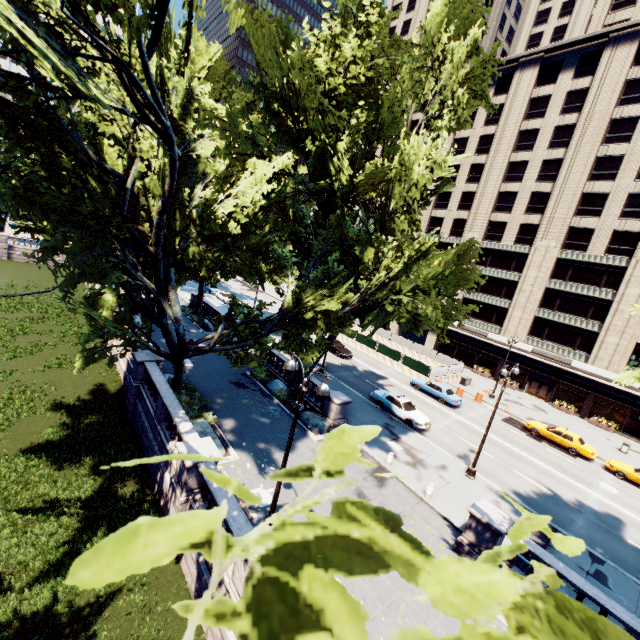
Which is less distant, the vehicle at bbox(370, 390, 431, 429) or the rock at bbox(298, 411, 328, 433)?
the rock at bbox(298, 411, 328, 433)

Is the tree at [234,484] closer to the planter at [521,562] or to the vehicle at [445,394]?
the planter at [521,562]

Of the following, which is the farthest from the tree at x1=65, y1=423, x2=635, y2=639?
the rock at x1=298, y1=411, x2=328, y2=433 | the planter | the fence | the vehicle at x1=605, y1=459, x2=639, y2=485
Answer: the vehicle at x1=605, y1=459, x2=639, y2=485

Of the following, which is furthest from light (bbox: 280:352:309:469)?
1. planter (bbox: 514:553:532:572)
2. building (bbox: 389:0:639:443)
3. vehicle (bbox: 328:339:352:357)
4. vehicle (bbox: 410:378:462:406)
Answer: building (bbox: 389:0:639:443)

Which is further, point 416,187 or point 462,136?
point 462,136

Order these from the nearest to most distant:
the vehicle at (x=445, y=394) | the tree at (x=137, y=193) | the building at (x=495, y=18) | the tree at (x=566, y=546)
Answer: the tree at (x=566, y=546)
the tree at (x=137, y=193)
the vehicle at (x=445, y=394)
the building at (x=495, y=18)

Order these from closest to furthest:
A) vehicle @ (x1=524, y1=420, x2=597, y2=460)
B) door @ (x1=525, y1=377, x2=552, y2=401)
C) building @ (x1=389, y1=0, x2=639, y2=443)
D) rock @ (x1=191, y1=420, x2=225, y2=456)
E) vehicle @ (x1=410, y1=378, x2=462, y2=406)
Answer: rock @ (x1=191, y1=420, x2=225, y2=456) → vehicle @ (x1=524, y1=420, x2=597, y2=460) → vehicle @ (x1=410, y1=378, x2=462, y2=406) → building @ (x1=389, y1=0, x2=639, y2=443) → door @ (x1=525, y1=377, x2=552, y2=401)

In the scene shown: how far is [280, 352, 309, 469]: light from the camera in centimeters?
1063cm
